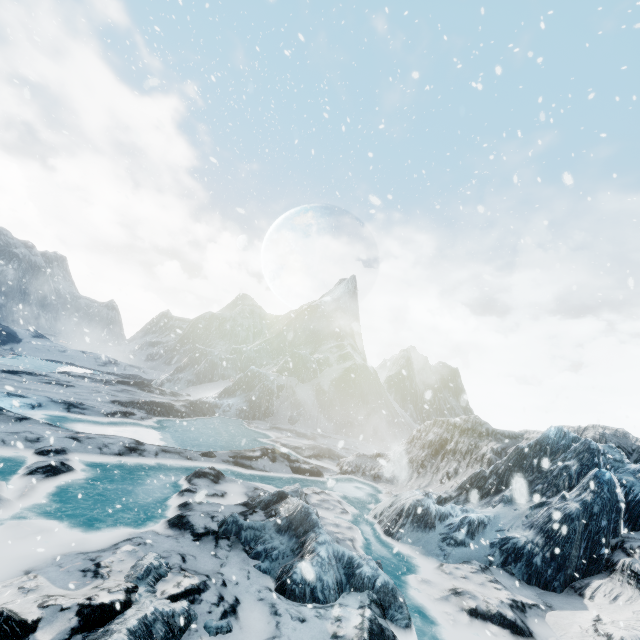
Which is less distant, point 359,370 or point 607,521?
point 607,521
